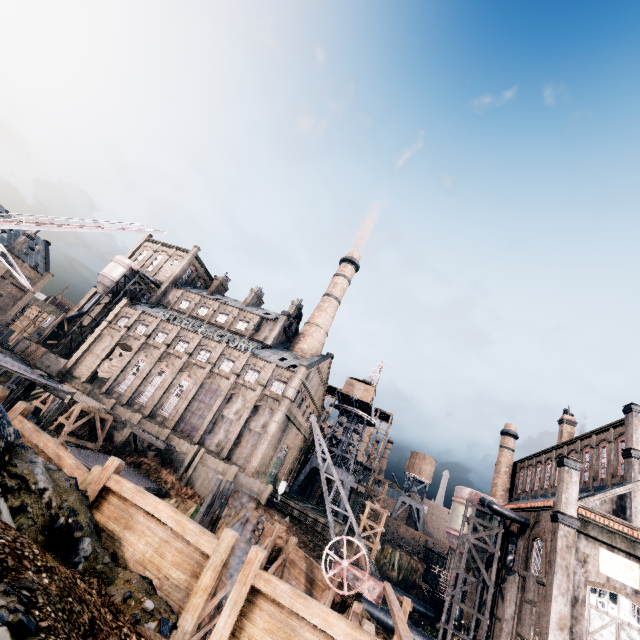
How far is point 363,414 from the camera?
56.9m

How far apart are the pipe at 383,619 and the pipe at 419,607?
18.4m

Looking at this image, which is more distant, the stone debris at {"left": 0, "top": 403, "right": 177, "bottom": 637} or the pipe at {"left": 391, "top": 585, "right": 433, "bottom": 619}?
the pipe at {"left": 391, "top": 585, "right": 433, "bottom": 619}

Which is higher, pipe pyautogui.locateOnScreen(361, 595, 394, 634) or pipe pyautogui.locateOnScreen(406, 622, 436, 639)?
pipe pyautogui.locateOnScreen(406, 622, 436, 639)

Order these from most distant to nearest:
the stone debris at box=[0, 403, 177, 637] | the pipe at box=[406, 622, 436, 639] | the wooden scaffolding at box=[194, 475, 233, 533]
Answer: the pipe at box=[406, 622, 436, 639] < the wooden scaffolding at box=[194, 475, 233, 533] < the stone debris at box=[0, 403, 177, 637]

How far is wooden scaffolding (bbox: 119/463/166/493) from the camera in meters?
31.3 m

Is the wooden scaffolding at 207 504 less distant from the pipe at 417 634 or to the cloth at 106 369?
the pipe at 417 634

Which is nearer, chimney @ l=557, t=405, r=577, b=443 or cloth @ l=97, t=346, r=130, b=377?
chimney @ l=557, t=405, r=577, b=443
